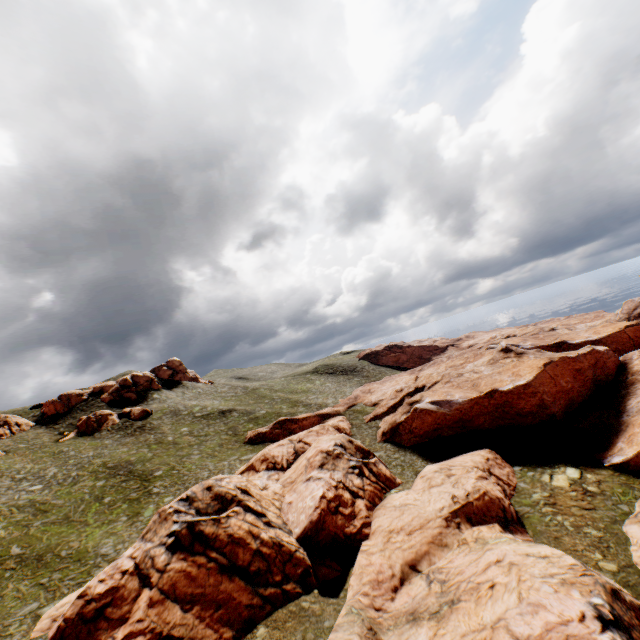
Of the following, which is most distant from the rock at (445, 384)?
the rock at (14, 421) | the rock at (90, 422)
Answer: the rock at (14, 421)

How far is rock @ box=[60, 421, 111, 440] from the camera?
58.2m

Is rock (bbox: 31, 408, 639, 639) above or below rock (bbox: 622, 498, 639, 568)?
above

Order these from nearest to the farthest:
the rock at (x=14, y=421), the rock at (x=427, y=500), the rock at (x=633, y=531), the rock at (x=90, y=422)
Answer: the rock at (x=427, y=500)
the rock at (x=633, y=531)
the rock at (x=14, y=421)
the rock at (x=90, y=422)

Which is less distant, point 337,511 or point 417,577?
point 417,577

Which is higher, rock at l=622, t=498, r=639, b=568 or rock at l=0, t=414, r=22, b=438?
rock at l=0, t=414, r=22, b=438

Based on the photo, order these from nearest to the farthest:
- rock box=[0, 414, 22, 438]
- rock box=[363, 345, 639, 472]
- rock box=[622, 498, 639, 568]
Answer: rock box=[622, 498, 639, 568] → rock box=[363, 345, 639, 472] → rock box=[0, 414, 22, 438]

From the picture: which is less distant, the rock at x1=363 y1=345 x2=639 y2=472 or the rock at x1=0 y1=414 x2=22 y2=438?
the rock at x1=363 y1=345 x2=639 y2=472
